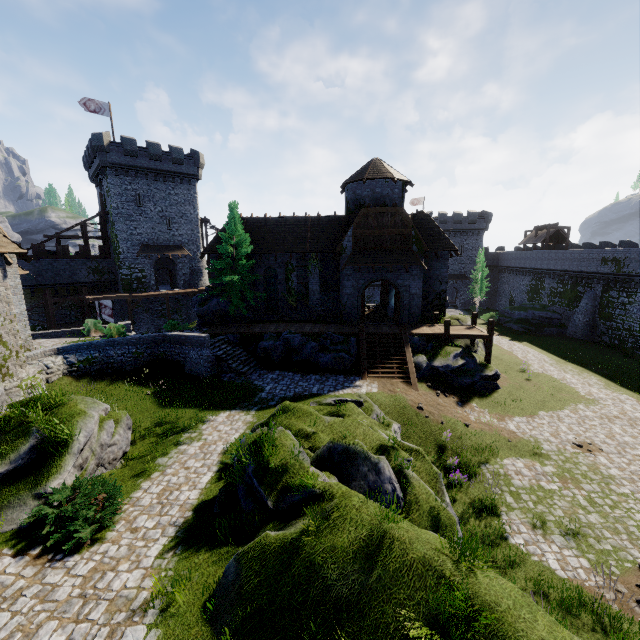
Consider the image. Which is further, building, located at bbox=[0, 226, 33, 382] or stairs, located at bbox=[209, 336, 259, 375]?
stairs, located at bbox=[209, 336, 259, 375]

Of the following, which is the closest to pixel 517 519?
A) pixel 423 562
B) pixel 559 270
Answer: pixel 423 562

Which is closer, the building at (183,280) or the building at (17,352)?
the building at (17,352)

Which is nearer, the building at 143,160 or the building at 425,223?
the building at 425,223

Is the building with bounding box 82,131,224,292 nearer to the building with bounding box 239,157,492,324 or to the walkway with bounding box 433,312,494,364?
the building with bounding box 239,157,492,324

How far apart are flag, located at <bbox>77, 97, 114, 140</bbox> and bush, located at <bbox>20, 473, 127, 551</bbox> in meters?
39.9 m

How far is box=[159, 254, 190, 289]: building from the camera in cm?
4091

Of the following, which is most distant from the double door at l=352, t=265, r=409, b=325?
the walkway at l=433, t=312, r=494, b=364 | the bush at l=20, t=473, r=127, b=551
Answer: the bush at l=20, t=473, r=127, b=551
